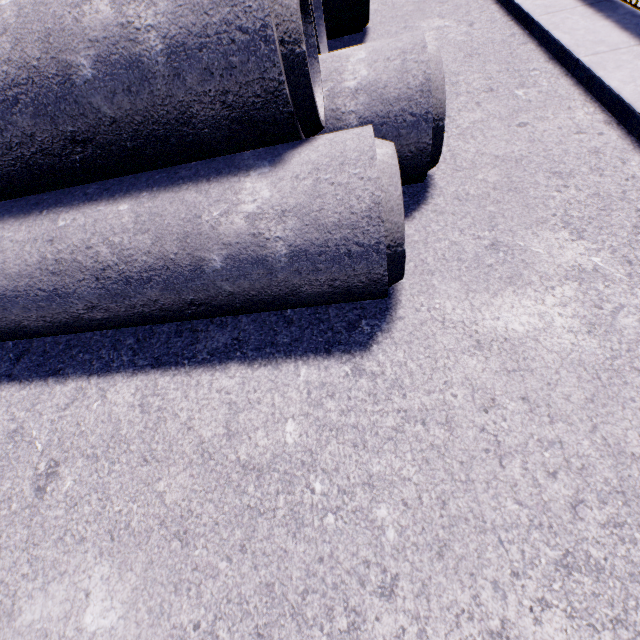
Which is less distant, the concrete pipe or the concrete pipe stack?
the concrete pipe

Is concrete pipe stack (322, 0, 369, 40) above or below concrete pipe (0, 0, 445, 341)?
below

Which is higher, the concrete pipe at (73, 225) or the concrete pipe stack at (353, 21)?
the concrete pipe at (73, 225)

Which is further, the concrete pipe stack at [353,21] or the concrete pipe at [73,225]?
the concrete pipe stack at [353,21]

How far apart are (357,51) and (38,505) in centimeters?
370cm
